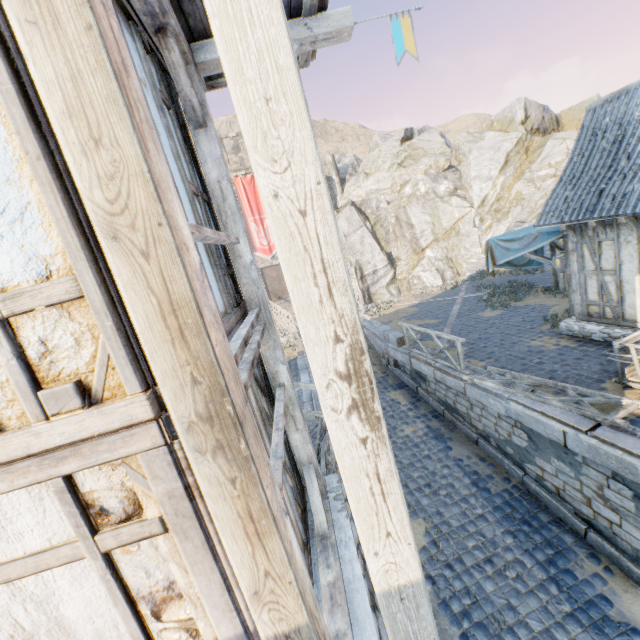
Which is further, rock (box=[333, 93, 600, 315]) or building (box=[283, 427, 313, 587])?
rock (box=[333, 93, 600, 315])

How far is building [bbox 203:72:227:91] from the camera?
4.1m

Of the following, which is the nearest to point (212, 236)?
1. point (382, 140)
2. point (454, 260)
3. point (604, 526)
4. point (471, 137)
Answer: point (604, 526)

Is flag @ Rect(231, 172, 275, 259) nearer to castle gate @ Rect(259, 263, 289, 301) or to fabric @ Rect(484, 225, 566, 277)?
castle gate @ Rect(259, 263, 289, 301)

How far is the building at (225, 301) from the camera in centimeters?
302cm

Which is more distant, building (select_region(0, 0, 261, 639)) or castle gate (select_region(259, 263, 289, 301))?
castle gate (select_region(259, 263, 289, 301))

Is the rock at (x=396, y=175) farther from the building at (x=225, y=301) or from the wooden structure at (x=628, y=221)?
the wooden structure at (x=628, y=221)

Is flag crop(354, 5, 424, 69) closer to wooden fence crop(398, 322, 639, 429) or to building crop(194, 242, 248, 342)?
building crop(194, 242, 248, 342)
